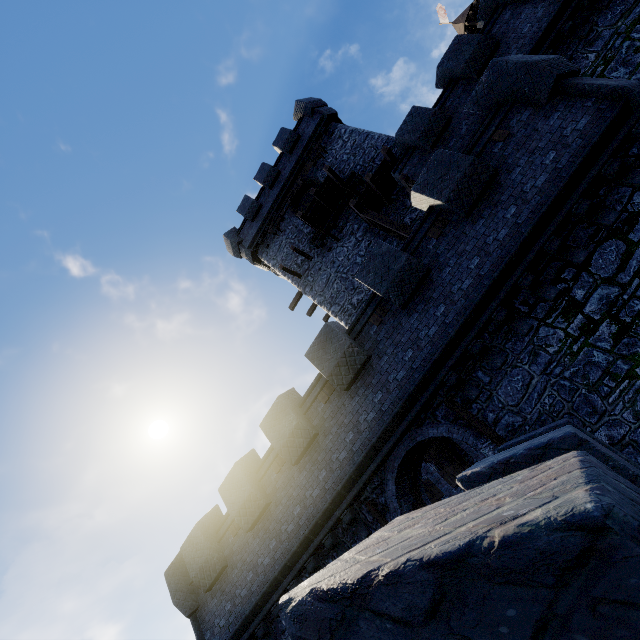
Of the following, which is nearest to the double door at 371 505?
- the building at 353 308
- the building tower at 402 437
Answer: the building tower at 402 437

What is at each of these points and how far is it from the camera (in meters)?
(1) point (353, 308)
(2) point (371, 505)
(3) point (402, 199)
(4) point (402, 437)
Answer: (1) building, 16.39
(2) double door, 9.01
(3) building, 16.02
(4) building tower, 8.86

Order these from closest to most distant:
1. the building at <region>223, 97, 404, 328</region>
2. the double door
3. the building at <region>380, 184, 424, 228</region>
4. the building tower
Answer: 1. the building tower
2. the double door
3. the building at <region>380, 184, 424, 228</region>
4. the building at <region>223, 97, 404, 328</region>

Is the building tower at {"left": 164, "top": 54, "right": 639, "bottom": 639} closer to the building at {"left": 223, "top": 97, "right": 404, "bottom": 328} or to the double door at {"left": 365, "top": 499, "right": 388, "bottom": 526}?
the double door at {"left": 365, "top": 499, "right": 388, "bottom": 526}

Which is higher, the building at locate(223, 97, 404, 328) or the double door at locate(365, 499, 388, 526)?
the building at locate(223, 97, 404, 328)

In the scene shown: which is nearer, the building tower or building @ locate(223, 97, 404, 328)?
the building tower

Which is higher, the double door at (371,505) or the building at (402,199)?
the building at (402,199)
